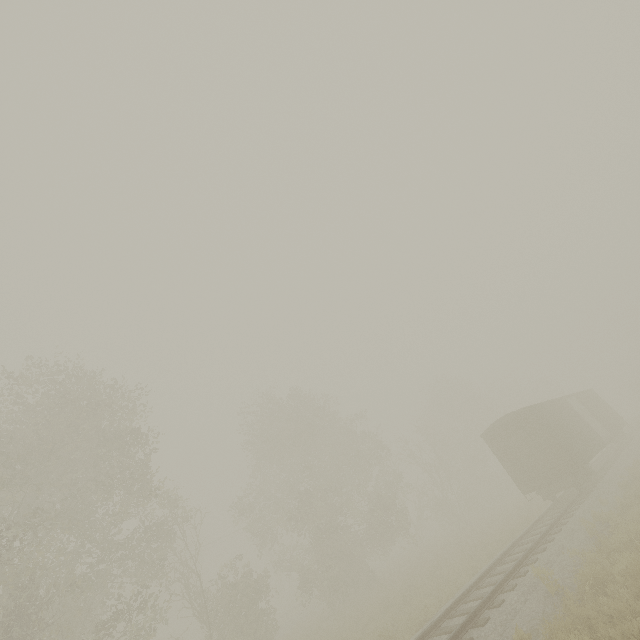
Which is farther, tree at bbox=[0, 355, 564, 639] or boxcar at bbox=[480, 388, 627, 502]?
boxcar at bbox=[480, 388, 627, 502]

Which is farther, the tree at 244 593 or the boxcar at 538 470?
the boxcar at 538 470

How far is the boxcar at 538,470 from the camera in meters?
17.2

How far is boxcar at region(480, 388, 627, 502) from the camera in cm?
1717

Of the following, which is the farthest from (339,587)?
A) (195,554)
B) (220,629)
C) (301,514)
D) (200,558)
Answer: (200,558)
